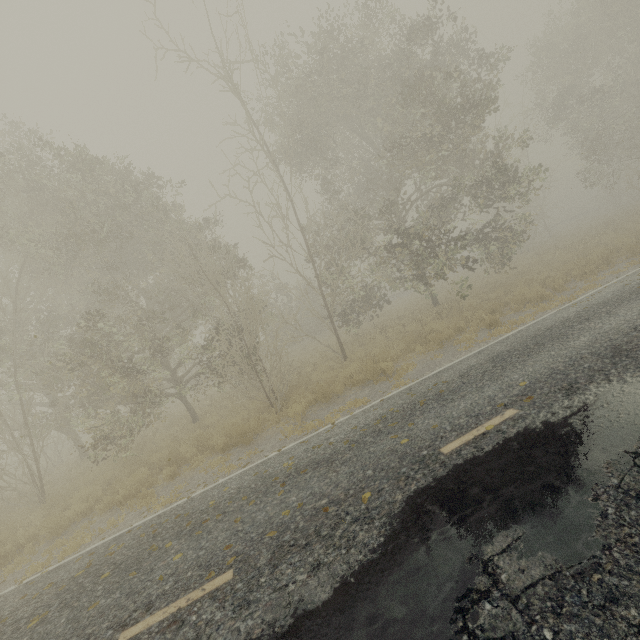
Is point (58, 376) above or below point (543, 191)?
below
